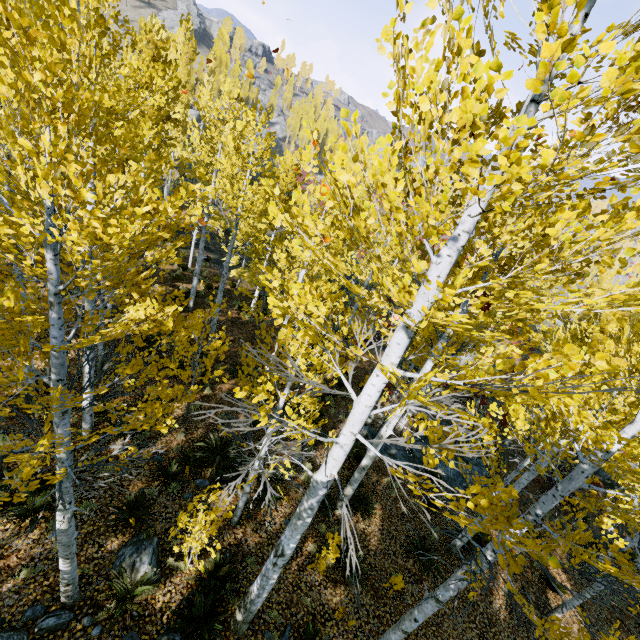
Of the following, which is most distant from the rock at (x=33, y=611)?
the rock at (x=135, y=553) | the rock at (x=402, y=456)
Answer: the rock at (x=402, y=456)

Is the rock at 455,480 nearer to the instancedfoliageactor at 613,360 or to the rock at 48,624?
the instancedfoliageactor at 613,360

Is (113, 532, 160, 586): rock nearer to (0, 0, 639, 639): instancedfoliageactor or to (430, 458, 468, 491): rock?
(0, 0, 639, 639): instancedfoliageactor

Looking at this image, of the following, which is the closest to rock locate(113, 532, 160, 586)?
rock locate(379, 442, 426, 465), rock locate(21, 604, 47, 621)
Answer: rock locate(21, 604, 47, 621)

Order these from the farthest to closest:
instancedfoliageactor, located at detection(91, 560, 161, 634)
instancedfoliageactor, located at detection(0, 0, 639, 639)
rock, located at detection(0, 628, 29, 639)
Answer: instancedfoliageactor, located at detection(91, 560, 161, 634) < rock, located at detection(0, 628, 29, 639) < instancedfoliageactor, located at detection(0, 0, 639, 639)

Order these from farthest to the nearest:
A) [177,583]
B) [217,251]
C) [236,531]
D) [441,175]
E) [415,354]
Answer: [217,251] → [415,354] → [236,531] → [177,583] → [441,175]

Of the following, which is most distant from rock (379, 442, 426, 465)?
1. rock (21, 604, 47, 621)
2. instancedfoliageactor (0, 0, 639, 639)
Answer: rock (21, 604, 47, 621)

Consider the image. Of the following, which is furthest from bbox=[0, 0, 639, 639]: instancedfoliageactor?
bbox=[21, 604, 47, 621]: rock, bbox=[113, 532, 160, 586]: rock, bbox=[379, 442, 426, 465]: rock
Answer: bbox=[379, 442, 426, 465]: rock
